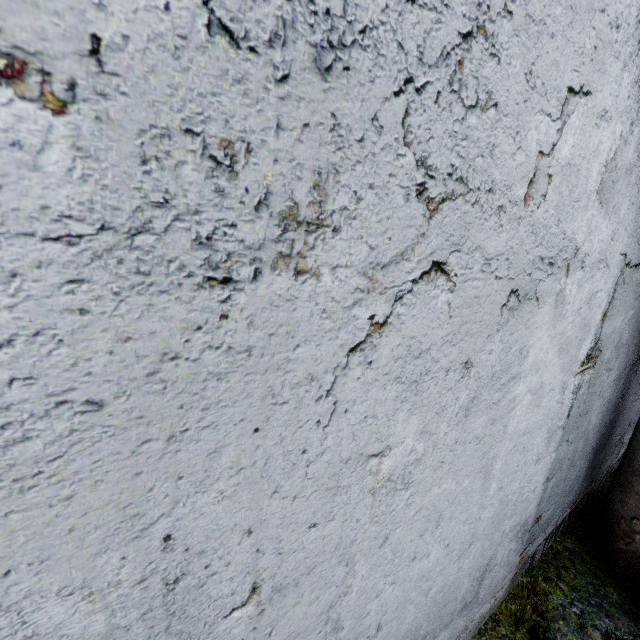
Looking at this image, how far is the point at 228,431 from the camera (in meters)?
1.29
